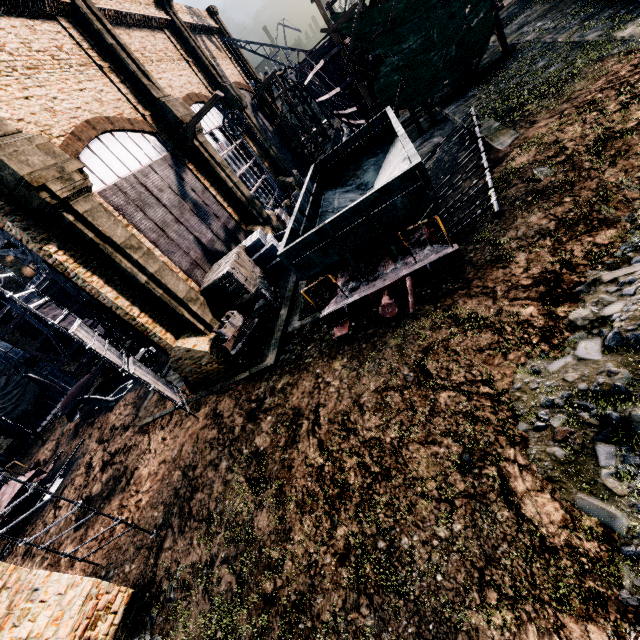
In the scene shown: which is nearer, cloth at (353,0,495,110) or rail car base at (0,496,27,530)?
rail car base at (0,496,27,530)

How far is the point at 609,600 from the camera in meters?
4.1 m

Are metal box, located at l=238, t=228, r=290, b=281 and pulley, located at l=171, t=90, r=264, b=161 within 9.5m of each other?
yes

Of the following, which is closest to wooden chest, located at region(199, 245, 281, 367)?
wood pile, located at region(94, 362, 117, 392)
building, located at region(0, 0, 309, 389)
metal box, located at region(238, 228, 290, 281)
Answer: → building, located at region(0, 0, 309, 389)

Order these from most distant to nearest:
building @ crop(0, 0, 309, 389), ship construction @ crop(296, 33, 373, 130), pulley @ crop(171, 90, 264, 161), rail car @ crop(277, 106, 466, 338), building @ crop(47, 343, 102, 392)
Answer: building @ crop(47, 343, 102, 392) < ship construction @ crop(296, 33, 373, 130) < pulley @ crop(171, 90, 264, 161) < building @ crop(0, 0, 309, 389) < rail car @ crop(277, 106, 466, 338)

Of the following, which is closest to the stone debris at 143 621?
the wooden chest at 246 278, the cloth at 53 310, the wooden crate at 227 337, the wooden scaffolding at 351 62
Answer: the wooden crate at 227 337

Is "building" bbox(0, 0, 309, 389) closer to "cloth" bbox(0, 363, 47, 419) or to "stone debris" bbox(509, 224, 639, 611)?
"cloth" bbox(0, 363, 47, 419)

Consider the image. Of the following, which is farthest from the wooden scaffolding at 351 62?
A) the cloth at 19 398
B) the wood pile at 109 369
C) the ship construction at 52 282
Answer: the cloth at 19 398
